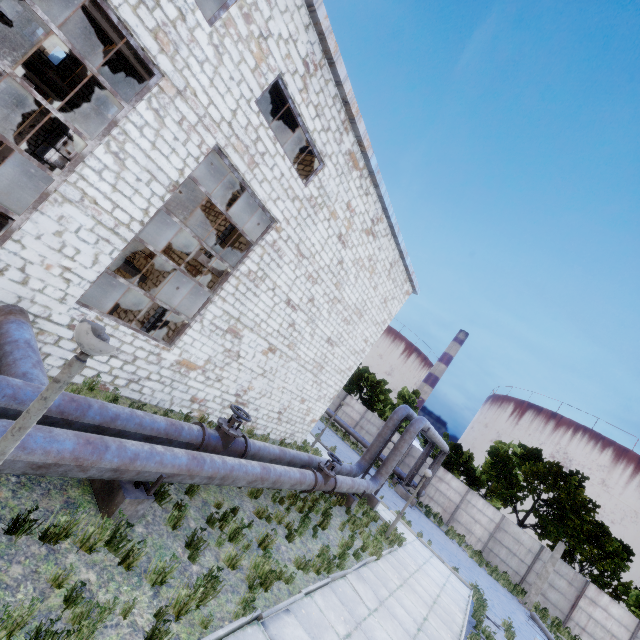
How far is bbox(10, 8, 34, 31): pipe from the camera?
16.89m

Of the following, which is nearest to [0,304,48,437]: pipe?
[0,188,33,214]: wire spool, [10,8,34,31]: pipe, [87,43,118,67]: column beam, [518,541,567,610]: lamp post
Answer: [87,43,118,67]: column beam

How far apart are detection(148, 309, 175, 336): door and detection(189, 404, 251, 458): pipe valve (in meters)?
6.06

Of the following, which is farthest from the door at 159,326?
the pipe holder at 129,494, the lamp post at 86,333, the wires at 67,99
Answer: the lamp post at 86,333

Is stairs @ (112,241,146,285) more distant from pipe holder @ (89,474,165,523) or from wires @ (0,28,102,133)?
pipe holder @ (89,474,165,523)

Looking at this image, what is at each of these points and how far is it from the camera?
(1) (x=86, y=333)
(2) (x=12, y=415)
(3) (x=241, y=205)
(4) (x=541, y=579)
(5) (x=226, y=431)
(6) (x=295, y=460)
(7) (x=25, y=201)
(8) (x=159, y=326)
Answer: (1) lamp post, 2.08m
(2) pipe, 4.45m
(3) wires, 13.06m
(4) lamp post, 20.39m
(5) pipe valve, 7.78m
(6) pipe, 10.77m
(7) wire spool, 16.89m
(8) door, 12.69m

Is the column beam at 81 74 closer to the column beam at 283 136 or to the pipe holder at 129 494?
the column beam at 283 136

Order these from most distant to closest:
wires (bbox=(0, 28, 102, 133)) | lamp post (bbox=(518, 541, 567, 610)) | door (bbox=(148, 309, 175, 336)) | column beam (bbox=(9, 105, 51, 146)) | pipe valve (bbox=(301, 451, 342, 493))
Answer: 1. lamp post (bbox=(518, 541, 567, 610))
2. column beam (bbox=(9, 105, 51, 146))
3. wires (bbox=(0, 28, 102, 133))
4. door (bbox=(148, 309, 175, 336))
5. pipe valve (bbox=(301, 451, 342, 493))
